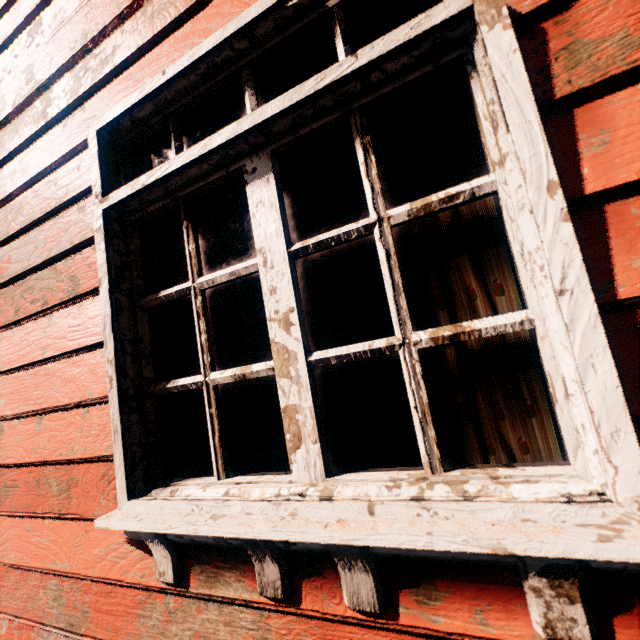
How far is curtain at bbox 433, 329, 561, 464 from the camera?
0.8 meters

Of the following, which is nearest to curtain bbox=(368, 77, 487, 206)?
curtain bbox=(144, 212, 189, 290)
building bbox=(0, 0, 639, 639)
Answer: building bbox=(0, 0, 639, 639)

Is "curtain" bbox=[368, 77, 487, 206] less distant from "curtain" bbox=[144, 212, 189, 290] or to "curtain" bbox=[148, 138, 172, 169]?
"curtain" bbox=[148, 138, 172, 169]

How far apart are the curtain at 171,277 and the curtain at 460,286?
0.8 meters

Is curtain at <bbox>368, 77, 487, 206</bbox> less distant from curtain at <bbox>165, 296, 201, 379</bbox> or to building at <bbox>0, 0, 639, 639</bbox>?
building at <bbox>0, 0, 639, 639</bbox>

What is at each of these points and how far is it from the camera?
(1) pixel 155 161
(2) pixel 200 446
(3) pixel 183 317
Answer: (1) curtain, 1.4 meters
(2) curtain, 1.2 meters
(3) curtain, 1.3 meters

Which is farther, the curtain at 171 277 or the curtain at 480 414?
the curtain at 171 277
